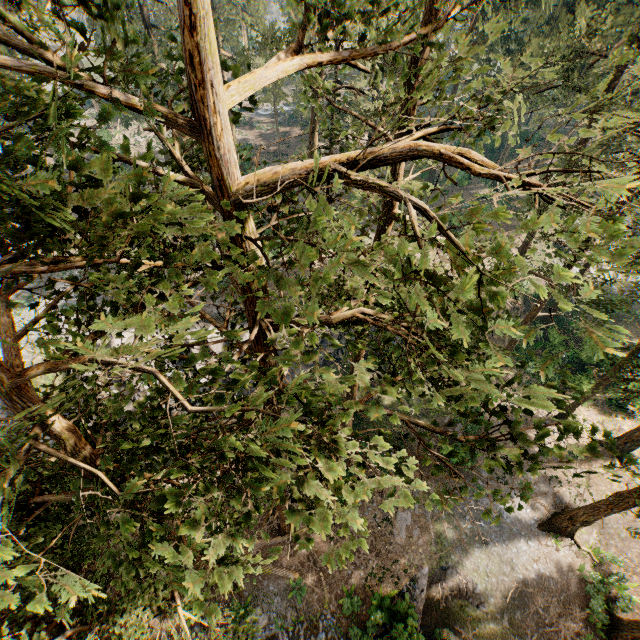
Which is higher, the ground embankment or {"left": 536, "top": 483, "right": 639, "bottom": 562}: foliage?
{"left": 536, "top": 483, "right": 639, "bottom": 562}: foliage

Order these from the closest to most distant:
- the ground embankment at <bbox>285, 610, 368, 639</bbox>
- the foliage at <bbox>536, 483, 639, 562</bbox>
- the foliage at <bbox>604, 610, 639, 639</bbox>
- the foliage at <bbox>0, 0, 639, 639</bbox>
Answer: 1. the foliage at <bbox>0, 0, 639, 639</bbox>
2. the foliage at <bbox>536, 483, 639, 562</bbox>
3. the foliage at <bbox>604, 610, 639, 639</bbox>
4. the ground embankment at <bbox>285, 610, 368, 639</bbox>

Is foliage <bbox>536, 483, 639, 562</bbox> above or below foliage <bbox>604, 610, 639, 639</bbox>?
above

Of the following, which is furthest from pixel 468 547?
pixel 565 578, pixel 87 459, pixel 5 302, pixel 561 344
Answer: pixel 5 302

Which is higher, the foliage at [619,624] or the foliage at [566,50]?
the foliage at [566,50]

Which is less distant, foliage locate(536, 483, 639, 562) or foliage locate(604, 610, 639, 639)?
foliage locate(536, 483, 639, 562)

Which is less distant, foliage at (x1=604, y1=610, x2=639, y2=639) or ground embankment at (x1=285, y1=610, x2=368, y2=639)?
foliage at (x1=604, y1=610, x2=639, y2=639)

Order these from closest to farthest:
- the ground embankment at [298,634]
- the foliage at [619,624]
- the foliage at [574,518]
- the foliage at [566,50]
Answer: the foliage at [566,50]
the foliage at [574,518]
the foliage at [619,624]
the ground embankment at [298,634]
